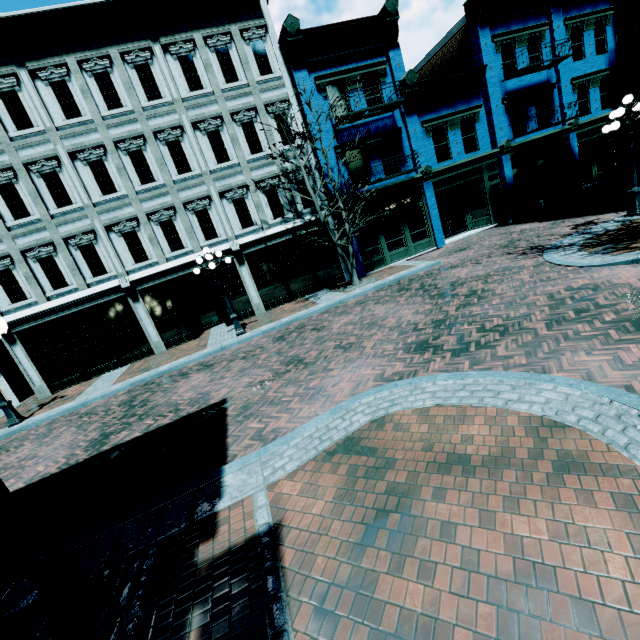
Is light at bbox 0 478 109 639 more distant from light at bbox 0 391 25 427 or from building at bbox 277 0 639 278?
building at bbox 277 0 639 278

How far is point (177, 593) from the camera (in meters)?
3.19

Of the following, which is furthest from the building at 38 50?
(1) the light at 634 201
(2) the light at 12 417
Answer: (1) the light at 634 201

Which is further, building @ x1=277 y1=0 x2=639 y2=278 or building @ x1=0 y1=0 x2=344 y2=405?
building @ x1=277 y1=0 x2=639 y2=278

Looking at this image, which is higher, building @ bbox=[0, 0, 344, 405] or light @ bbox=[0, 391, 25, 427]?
building @ bbox=[0, 0, 344, 405]

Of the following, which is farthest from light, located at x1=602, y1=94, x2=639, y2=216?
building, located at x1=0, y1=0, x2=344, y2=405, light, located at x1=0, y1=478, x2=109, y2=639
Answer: light, located at x1=0, y1=478, x2=109, y2=639

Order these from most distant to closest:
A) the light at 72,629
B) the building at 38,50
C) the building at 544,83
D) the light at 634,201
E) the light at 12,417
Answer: the building at 544,83 < the building at 38,50 < the light at 12,417 < the light at 634,201 < the light at 72,629

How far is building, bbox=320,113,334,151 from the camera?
15.0 meters
